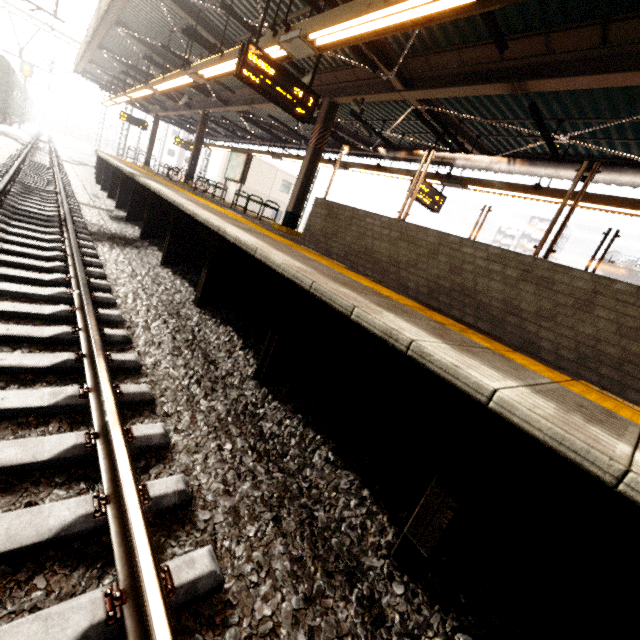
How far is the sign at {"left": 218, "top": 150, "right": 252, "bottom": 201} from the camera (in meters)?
11.90

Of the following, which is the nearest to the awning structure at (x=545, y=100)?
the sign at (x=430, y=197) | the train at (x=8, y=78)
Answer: the sign at (x=430, y=197)

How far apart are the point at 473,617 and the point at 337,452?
1.3m

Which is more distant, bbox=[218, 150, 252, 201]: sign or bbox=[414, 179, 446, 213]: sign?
bbox=[218, 150, 252, 201]: sign

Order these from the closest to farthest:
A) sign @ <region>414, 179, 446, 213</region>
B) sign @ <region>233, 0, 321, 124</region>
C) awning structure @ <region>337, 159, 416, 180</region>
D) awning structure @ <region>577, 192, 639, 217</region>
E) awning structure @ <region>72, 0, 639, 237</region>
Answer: awning structure @ <region>72, 0, 639, 237</region> < sign @ <region>233, 0, 321, 124</region> < awning structure @ <region>577, 192, 639, 217</region> < sign @ <region>414, 179, 446, 213</region> < awning structure @ <region>337, 159, 416, 180</region>

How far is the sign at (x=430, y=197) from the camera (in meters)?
8.75

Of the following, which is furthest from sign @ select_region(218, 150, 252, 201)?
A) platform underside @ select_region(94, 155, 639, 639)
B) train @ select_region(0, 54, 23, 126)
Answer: train @ select_region(0, 54, 23, 126)

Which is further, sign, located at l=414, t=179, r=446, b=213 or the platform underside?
sign, located at l=414, t=179, r=446, b=213
